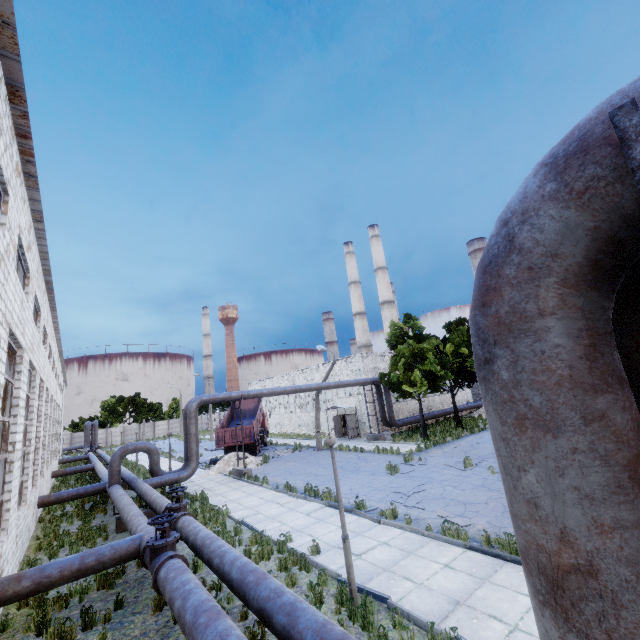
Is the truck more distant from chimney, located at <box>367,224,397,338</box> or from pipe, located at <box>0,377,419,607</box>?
chimney, located at <box>367,224,397,338</box>

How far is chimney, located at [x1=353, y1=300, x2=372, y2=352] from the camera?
57.88m

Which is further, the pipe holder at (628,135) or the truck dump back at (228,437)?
the truck dump back at (228,437)

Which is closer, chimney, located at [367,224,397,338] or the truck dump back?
the truck dump back

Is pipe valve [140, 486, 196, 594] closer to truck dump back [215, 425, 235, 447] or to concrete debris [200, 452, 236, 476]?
concrete debris [200, 452, 236, 476]

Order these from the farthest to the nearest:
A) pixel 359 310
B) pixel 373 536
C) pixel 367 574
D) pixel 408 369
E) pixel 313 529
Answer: pixel 359 310 < pixel 408 369 < pixel 313 529 < pixel 373 536 < pixel 367 574

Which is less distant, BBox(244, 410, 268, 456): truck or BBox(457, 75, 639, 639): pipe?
BBox(457, 75, 639, 639): pipe

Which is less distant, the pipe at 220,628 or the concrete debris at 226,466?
the pipe at 220,628
